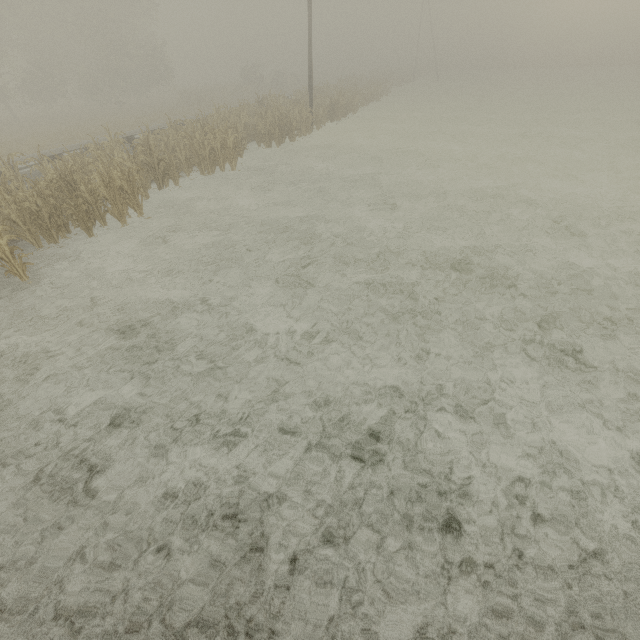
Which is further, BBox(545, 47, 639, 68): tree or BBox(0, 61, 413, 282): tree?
BBox(545, 47, 639, 68): tree

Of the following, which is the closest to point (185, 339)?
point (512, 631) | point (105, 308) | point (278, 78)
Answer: point (105, 308)

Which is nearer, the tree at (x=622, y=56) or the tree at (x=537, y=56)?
the tree at (x=622, y=56)

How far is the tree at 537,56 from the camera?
56.7m

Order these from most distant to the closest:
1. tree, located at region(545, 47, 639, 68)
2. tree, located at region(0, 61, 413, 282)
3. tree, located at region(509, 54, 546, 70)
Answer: tree, located at region(509, 54, 546, 70)
tree, located at region(545, 47, 639, 68)
tree, located at region(0, 61, 413, 282)

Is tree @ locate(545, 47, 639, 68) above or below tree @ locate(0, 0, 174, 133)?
below

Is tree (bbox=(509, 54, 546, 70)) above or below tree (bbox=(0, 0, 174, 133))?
below

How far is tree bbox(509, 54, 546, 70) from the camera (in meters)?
56.66
